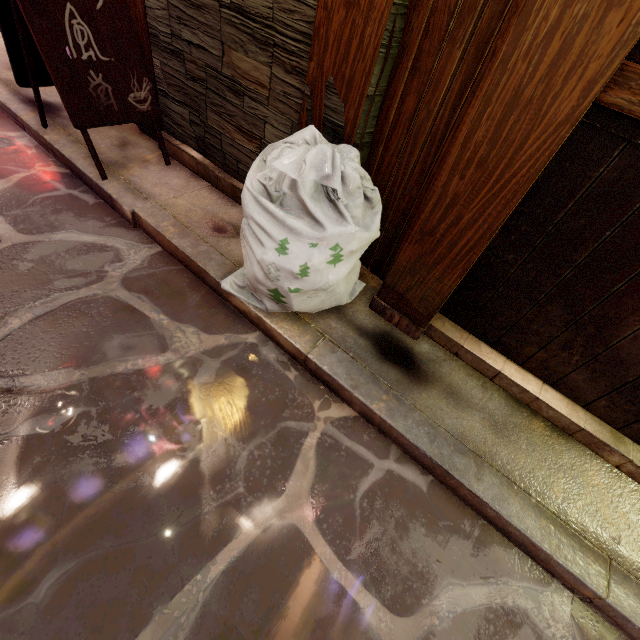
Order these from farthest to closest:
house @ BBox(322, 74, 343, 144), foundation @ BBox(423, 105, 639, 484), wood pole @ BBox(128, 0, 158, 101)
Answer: wood pole @ BBox(128, 0, 158, 101) → house @ BBox(322, 74, 343, 144) → foundation @ BBox(423, 105, 639, 484)

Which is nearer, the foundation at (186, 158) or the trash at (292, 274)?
Answer: the trash at (292, 274)

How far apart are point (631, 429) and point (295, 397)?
3.67m

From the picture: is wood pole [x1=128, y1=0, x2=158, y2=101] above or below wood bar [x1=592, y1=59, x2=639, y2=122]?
Answer: below

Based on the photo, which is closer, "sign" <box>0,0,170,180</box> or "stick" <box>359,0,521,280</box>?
"stick" <box>359,0,521,280</box>

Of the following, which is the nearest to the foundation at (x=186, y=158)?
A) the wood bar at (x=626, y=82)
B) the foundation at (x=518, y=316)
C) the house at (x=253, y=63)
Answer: the house at (x=253, y=63)

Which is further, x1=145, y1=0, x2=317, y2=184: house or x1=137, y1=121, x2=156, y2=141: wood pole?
x1=137, y1=121, x2=156, y2=141: wood pole

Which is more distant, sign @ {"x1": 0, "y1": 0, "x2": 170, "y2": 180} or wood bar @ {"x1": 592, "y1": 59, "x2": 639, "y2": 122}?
sign @ {"x1": 0, "y1": 0, "x2": 170, "y2": 180}
